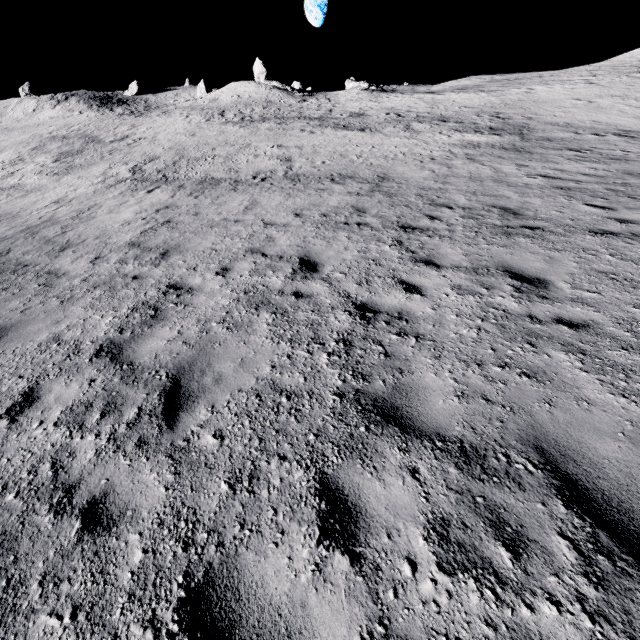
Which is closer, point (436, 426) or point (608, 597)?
point (608, 597)

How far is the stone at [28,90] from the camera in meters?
58.7 m

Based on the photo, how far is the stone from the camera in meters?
58.7
